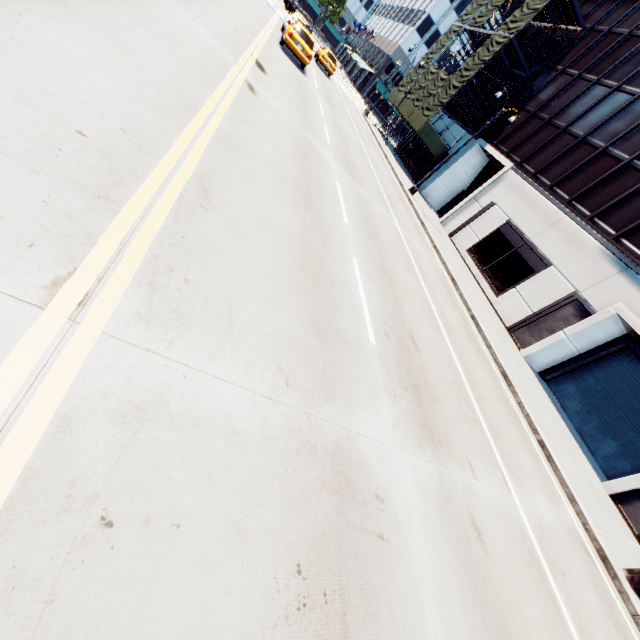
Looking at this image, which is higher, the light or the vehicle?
the vehicle

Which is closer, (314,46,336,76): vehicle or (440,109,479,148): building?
(314,46,336,76): vehicle

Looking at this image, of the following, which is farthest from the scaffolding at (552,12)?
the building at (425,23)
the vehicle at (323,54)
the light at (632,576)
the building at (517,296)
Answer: the light at (632,576)

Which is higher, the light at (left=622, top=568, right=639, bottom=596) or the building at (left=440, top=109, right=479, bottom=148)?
the building at (left=440, top=109, right=479, bottom=148)

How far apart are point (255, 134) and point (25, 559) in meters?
7.7 m

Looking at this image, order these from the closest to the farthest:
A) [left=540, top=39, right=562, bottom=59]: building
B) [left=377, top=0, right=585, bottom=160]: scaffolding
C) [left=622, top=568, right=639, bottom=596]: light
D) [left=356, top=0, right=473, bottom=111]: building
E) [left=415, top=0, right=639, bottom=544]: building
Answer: [left=622, top=568, right=639, bottom=596]: light < [left=415, top=0, right=639, bottom=544]: building < [left=377, top=0, right=585, bottom=160]: scaffolding < [left=540, top=39, right=562, bottom=59]: building < [left=356, top=0, right=473, bottom=111]: building

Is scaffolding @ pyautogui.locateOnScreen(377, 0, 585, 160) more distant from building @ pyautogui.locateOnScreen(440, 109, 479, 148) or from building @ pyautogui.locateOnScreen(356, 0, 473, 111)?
building @ pyautogui.locateOnScreen(356, 0, 473, 111)

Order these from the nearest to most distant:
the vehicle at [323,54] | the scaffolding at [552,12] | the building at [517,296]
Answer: the building at [517,296] < the scaffolding at [552,12] < the vehicle at [323,54]
